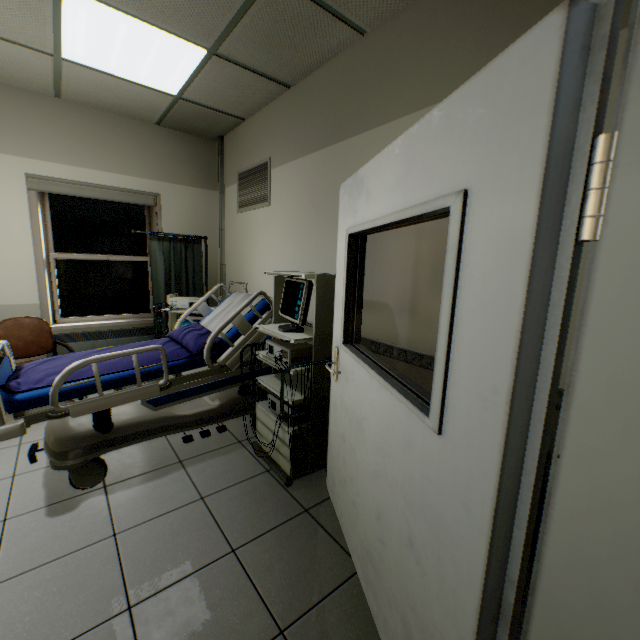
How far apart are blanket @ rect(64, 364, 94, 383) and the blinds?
2.11m

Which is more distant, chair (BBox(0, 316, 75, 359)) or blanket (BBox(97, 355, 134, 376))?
chair (BBox(0, 316, 75, 359))

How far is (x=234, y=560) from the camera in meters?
1.7

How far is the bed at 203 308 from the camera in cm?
309

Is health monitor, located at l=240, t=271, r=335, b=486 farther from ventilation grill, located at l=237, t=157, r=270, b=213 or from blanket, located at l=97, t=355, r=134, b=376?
ventilation grill, located at l=237, t=157, r=270, b=213

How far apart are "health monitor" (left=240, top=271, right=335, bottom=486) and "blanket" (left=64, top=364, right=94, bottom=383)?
0.2m

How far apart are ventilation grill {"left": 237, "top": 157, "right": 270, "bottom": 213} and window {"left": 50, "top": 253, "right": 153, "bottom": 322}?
1.45m

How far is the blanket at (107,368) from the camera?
2.16m
